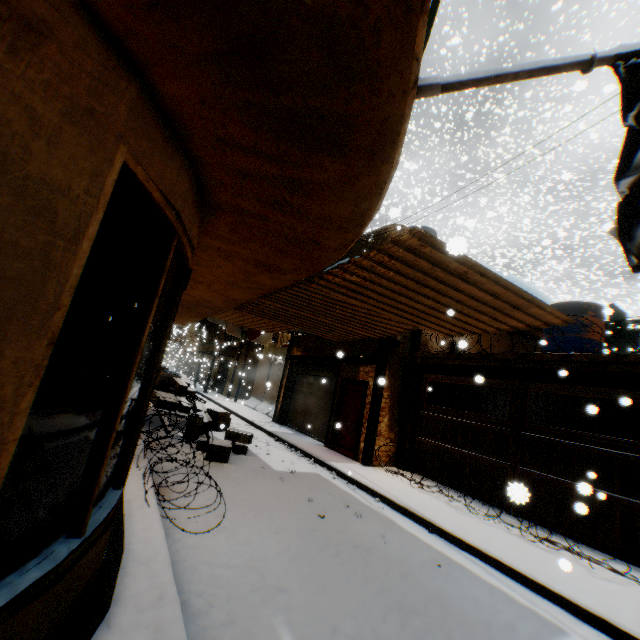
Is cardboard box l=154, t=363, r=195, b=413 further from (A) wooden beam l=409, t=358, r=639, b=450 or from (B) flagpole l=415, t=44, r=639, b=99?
(B) flagpole l=415, t=44, r=639, b=99

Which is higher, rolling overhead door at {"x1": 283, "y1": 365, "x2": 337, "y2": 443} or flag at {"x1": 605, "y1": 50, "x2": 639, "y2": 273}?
flag at {"x1": 605, "y1": 50, "x2": 639, "y2": 273}

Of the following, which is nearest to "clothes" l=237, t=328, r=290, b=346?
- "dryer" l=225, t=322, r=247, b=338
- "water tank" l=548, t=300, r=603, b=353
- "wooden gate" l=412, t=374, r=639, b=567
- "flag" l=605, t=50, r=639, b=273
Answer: "dryer" l=225, t=322, r=247, b=338

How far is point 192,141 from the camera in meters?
2.1

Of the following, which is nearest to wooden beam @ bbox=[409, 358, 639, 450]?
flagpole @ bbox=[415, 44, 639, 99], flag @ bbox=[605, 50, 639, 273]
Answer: flag @ bbox=[605, 50, 639, 273]

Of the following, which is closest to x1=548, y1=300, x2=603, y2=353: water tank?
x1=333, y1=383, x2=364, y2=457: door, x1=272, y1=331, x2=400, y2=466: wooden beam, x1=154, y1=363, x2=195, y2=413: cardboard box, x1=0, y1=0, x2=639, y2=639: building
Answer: x1=0, y1=0, x2=639, y2=639: building

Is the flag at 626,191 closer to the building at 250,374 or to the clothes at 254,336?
the building at 250,374

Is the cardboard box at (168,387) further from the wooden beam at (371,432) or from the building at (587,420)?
the wooden beam at (371,432)
